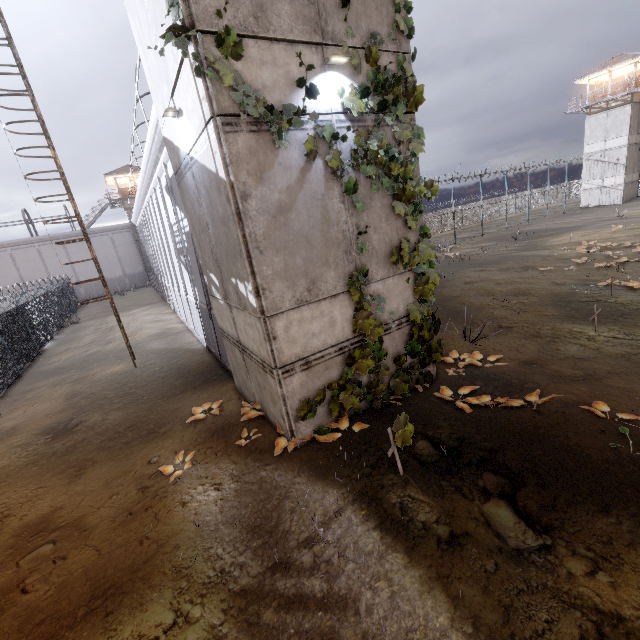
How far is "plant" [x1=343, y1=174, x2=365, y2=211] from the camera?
5.7 meters

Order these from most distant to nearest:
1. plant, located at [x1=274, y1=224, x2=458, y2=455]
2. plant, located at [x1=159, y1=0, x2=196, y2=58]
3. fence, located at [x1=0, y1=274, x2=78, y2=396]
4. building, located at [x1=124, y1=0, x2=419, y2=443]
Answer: fence, located at [x1=0, y1=274, x2=78, y2=396], plant, located at [x1=274, y1=224, x2=458, y2=455], building, located at [x1=124, y1=0, x2=419, y2=443], plant, located at [x1=159, y1=0, x2=196, y2=58]

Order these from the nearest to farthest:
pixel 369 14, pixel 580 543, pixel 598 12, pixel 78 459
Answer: pixel 580 543 < pixel 369 14 < pixel 78 459 < pixel 598 12

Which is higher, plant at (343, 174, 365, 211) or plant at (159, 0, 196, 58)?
plant at (159, 0, 196, 58)

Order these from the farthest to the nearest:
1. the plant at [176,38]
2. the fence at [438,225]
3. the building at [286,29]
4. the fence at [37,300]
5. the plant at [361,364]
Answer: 1. the fence at [438,225]
2. the fence at [37,300]
3. the plant at [361,364]
4. the building at [286,29]
5. the plant at [176,38]

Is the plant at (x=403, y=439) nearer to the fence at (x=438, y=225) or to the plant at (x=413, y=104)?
the plant at (x=413, y=104)

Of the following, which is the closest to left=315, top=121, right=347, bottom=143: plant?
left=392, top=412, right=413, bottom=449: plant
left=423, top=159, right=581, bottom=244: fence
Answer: left=392, top=412, right=413, bottom=449: plant

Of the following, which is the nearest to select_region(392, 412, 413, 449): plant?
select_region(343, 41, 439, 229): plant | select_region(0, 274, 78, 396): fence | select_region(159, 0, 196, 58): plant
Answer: select_region(343, 41, 439, 229): plant
